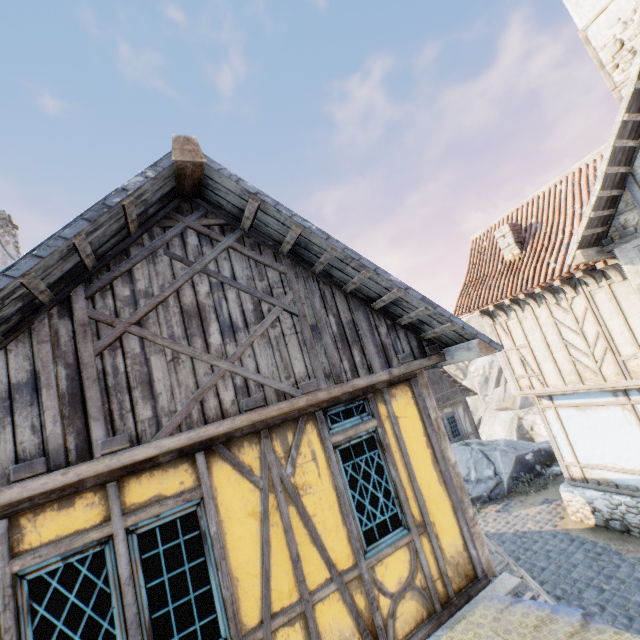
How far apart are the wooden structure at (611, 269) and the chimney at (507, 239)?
2.62m

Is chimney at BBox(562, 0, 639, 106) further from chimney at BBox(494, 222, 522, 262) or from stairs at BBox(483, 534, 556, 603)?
stairs at BBox(483, 534, 556, 603)

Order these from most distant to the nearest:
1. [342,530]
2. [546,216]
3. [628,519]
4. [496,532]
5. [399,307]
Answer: [496,532], [546,216], [628,519], [399,307], [342,530]

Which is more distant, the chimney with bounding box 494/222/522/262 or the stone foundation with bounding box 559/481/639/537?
the chimney with bounding box 494/222/522/262

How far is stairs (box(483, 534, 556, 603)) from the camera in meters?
5.9 m

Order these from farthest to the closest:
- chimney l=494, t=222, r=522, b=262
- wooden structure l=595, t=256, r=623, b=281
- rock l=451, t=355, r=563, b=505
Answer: rock l=451, t=355, r=563, b=505, chimney l=494, t=222, r=522, b=262, wooden structure l=595, t=256, r=623, b=281

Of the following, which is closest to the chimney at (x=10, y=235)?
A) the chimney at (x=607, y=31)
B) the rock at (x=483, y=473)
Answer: the rock at (x=483, y=473)

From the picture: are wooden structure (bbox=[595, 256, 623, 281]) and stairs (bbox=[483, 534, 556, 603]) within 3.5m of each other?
no
